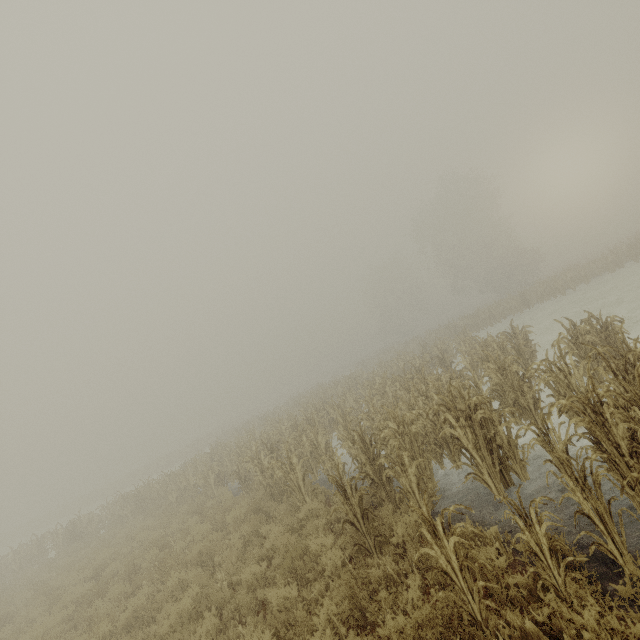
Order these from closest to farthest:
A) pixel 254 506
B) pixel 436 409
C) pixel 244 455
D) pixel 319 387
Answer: pixel 436 409 < pixel 254 506 < pixel 244 455 < pixel 319 387
